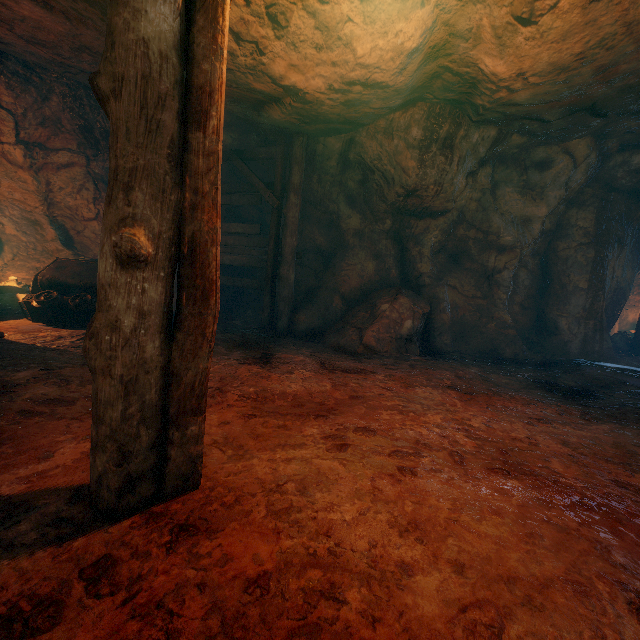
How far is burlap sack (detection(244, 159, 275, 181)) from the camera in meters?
8.4

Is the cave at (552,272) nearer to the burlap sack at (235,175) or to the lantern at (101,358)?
the burlap sack at (235,175)

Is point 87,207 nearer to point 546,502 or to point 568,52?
point 568,52

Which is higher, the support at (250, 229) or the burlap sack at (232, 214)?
the burlap sack at (232, 214)

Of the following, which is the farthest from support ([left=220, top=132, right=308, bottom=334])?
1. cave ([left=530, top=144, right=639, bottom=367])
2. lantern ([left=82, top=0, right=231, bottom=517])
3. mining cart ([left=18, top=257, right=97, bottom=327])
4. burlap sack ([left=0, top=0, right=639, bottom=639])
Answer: cave ([left=530, top=144, right=639, bottom=367])

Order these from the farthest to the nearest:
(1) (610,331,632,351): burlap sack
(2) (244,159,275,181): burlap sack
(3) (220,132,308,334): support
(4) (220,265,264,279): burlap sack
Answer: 1. (1) (610,331,632,351): burlap sack
2. (4) (220,265,264,279): burlap sack
3. (2) (244,159,275,181): burlap sack
4. (3) (220,132,308,334): support

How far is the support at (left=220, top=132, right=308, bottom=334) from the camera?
7.1m
